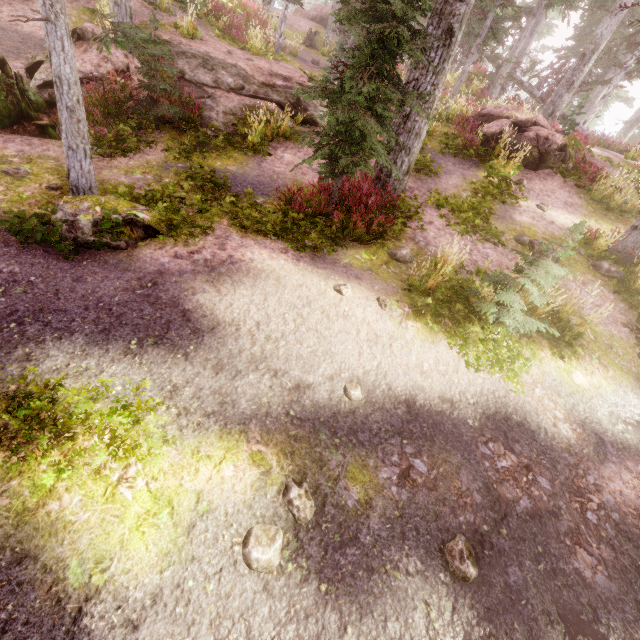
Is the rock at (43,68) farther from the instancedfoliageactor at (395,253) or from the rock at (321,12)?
the rock at (321,12)

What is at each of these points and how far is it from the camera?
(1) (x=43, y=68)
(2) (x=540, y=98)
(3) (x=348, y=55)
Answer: (1) rock, 8.63m
(2) tree, 22.78m
(3) instancedfoliageactor, 13.00m

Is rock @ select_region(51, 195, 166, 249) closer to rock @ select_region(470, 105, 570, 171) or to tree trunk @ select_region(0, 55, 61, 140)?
tree trunk @ select_region(0, 55, 61, 140)

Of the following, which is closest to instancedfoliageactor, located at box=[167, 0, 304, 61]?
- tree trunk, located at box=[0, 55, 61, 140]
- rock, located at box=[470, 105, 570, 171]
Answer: rock, located at box=[470, 105, 570, 171]

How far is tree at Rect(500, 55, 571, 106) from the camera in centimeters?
2062cm

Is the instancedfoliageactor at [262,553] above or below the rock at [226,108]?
below

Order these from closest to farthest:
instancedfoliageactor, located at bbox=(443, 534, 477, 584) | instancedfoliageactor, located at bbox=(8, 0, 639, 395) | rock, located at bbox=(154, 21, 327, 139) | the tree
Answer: instancedfoliageactor, located at bbox=(443, 534, 477, 584)
instancedfoliageactor, located at bbox=(8, 0, 639, 395)
rock, located at bbox=(154, 21, 327, 139)
the tree

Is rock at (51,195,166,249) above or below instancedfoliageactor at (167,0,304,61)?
below
